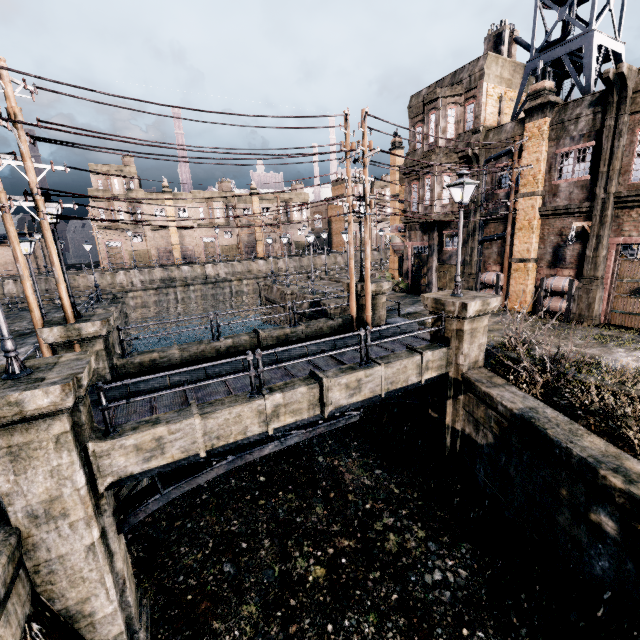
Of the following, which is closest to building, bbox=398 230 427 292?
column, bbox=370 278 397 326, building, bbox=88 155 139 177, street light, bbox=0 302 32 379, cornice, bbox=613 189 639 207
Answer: cornice, bbox=613 189 639 207

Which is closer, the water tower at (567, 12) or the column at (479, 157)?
the water tower at (567, 12)

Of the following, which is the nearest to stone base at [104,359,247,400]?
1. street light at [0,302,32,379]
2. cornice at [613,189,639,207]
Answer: street light at [0,302,32,379]

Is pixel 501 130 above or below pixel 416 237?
above

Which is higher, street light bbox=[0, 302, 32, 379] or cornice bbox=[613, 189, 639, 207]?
cornice bbox=[613, 189, 639, 207]

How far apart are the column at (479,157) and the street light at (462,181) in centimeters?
1292cm

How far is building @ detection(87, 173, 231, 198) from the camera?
50.69m

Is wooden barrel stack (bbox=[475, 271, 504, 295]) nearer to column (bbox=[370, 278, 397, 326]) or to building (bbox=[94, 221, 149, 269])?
column (bbox=[370, 278, 397, 326])
